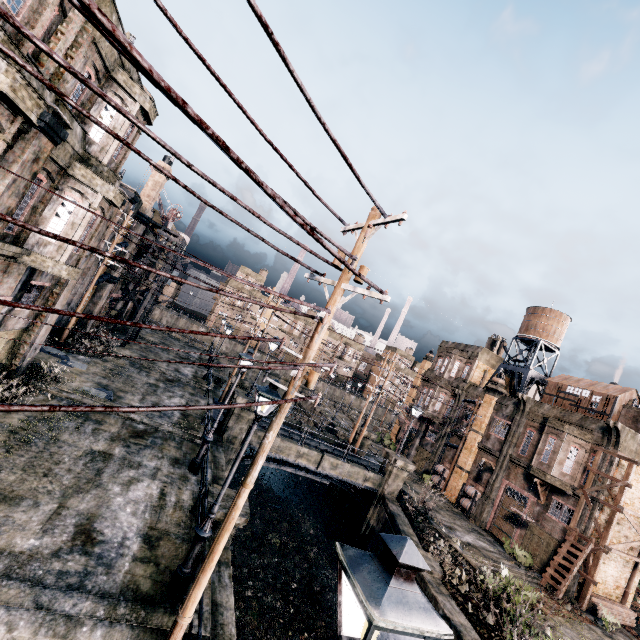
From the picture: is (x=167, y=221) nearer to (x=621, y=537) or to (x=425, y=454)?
(x=425, y=454)

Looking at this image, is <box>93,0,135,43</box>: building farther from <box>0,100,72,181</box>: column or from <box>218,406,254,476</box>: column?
<box>218,406,254,476</box>: column

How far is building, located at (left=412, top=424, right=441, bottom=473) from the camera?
37.31m

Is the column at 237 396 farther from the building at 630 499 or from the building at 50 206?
the building at 50 206

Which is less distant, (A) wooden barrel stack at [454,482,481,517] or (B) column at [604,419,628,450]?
(B) column at [604,419,628,450]

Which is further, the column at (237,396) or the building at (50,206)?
the column at (237,396)

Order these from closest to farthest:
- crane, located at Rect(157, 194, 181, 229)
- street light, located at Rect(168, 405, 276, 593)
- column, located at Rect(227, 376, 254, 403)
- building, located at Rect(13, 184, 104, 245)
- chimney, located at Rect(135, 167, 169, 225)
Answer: street light, located at Rect(168, 405, 276, 593) < building, located at Rect(13, 184, 104, 245) < column, located at Rect(227, 376, 254, 403) < chimney, located at Rect(135, 167, 169, 225) < crane, located at Rect(157, 194, 181, 229)

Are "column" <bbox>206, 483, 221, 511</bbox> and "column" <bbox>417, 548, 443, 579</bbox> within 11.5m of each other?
yes
